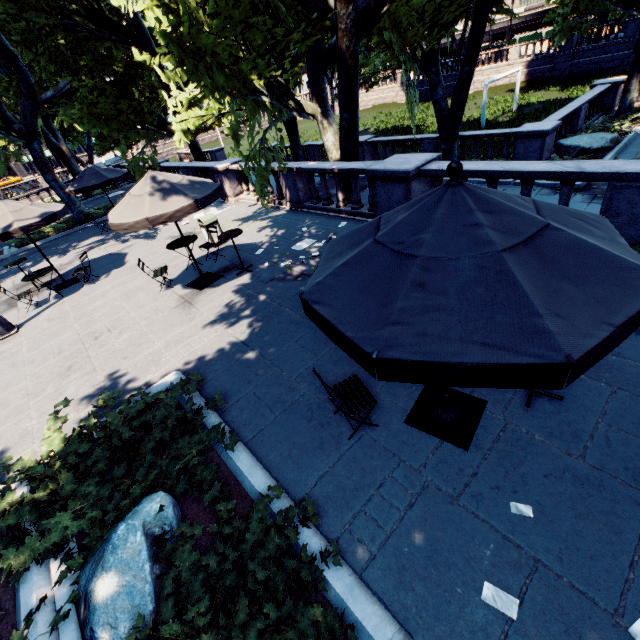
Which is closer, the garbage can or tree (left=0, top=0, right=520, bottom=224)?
tree (left=0, top=0, right=520, bottom=224)

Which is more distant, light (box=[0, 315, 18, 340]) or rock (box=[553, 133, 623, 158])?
rock (box=[553, 133, 623, 158])

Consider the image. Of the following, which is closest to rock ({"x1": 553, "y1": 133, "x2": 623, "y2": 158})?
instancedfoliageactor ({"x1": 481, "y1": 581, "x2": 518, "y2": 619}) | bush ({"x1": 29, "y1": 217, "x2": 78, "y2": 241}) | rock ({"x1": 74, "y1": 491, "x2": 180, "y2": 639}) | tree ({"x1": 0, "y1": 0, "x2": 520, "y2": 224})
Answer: tree ({"x1": 0, "y1": 0, "x2": 520, "y2": 224})

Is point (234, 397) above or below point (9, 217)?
below

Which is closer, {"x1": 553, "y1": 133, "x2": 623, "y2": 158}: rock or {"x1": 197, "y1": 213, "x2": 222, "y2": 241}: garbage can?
{"x1": 197, "y1": 213, "x2": 222, "y2": 241}: garbage can

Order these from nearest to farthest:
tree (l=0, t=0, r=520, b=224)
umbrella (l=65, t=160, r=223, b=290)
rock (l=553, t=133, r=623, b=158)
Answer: umbrella (l=65, t=160, r=223, b=290) → tree (l=0, t=0, r=520, b=224) → rock (l=553, t=133, r=623, b=158)

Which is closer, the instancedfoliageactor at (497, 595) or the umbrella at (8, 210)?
the instancedfoliageactor at (497, 595)

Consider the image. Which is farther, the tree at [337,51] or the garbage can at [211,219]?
the garbage can at [211,219]
